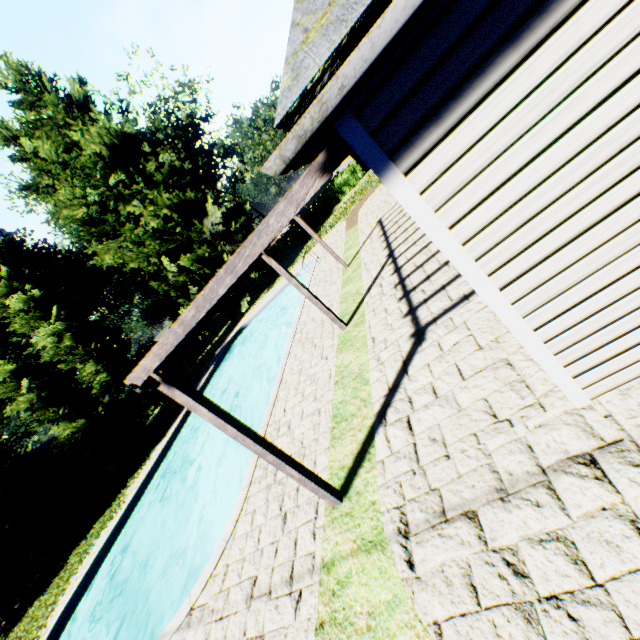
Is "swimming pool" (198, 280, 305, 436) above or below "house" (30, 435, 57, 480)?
below

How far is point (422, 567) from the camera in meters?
3.1

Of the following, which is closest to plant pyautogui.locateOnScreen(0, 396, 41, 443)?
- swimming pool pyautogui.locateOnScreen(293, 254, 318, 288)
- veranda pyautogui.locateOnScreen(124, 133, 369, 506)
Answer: swimming pool pyautogui.locateOnScreen(293, 254, 318, 288)

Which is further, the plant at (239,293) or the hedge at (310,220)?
the hedge at (310,220)

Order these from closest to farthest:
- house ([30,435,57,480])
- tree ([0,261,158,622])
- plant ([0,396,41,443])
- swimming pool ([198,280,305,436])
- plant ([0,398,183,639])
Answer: swimming pool ([198,280,305,436]), plant ([0,398,183,639]), tree ([0,261,158,622]), house ([30,435,57,480]), plant ([0,396,41,443])

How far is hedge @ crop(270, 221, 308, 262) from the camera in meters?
34.9

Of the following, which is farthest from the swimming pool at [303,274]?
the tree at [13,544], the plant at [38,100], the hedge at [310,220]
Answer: the hedge at [310,220]

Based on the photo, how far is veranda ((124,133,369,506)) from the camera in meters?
2.5
